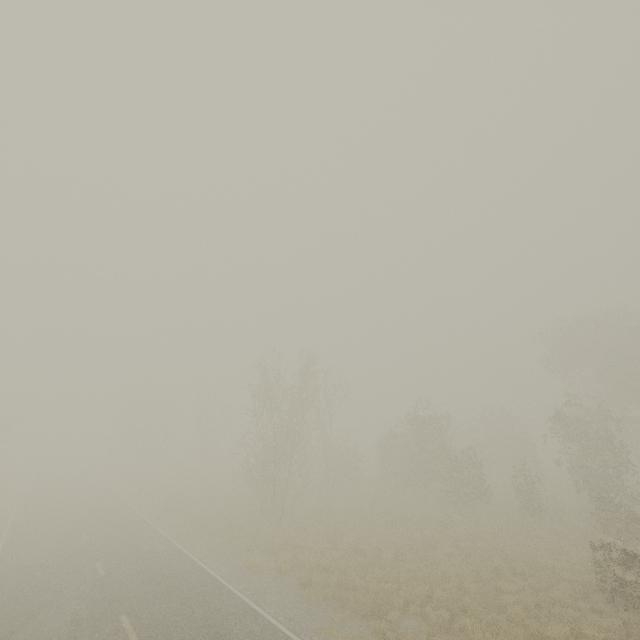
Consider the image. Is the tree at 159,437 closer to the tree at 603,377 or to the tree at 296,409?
the tree at 296,409

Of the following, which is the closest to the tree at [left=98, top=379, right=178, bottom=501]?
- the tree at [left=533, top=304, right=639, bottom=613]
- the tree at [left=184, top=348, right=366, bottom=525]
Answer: the tree at [left=184, top=348, right=366, bottom=525]

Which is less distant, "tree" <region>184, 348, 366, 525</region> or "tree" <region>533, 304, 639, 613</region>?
"tree" <region>533, 304, 639, 613</region>

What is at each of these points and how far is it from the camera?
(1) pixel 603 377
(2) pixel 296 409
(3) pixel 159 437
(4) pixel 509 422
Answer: (1) tree, 29.5m
(2) tree, 25.3m
(3) tree, 55.8m
(4) tree, 41.8m

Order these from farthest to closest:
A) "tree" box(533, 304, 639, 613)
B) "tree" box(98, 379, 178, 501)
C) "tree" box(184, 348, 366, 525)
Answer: "tree" box(98, 379, 178, 501) → "tree" box(184, 348, 366, 525) → "tree" box(533, 304, 639, 613)

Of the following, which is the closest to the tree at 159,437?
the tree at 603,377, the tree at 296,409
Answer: the tree at 296,409

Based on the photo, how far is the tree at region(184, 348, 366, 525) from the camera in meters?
21.9 m
